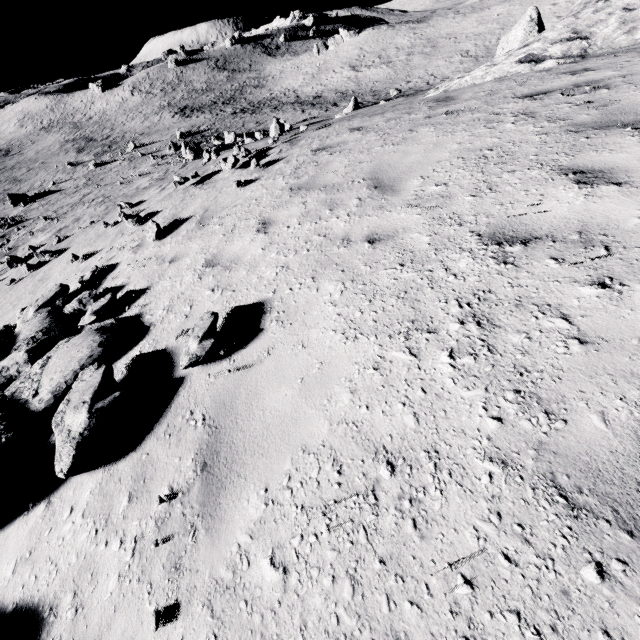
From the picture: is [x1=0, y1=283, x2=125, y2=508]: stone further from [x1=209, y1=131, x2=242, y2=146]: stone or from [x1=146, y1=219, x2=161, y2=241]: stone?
[x1=209, y1=131, x2=242, y2=146]: stone

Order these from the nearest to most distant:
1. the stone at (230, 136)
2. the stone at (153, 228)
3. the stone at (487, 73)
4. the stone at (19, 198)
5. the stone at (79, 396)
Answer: the stone at (79, 396) → the stone at (487, 73) → the stone at (153, 228) → the stone at (19, 198) → the stone at (230, 136)

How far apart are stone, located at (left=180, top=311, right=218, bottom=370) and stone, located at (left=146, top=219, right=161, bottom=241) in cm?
467

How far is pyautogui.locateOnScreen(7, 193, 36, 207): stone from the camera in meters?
33.2 m

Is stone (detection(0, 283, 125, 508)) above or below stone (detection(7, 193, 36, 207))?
above

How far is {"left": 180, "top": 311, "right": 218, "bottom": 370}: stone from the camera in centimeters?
326cm

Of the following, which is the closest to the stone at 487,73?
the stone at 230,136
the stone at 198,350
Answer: the stone at 198,350

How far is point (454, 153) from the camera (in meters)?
4.41
